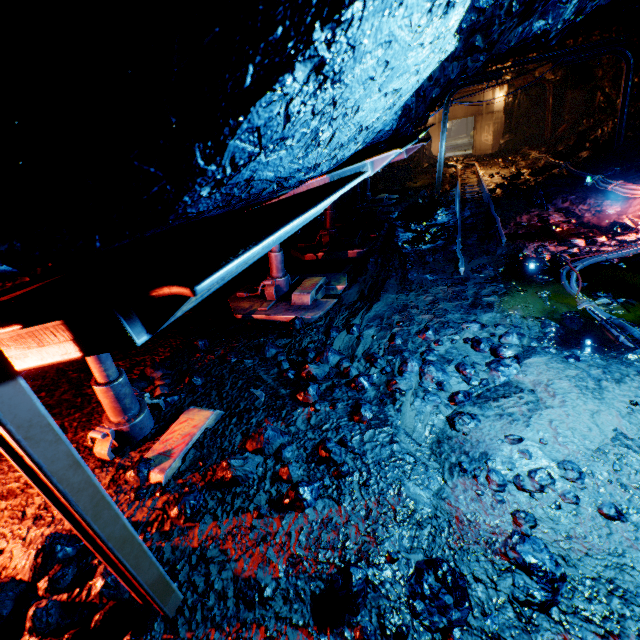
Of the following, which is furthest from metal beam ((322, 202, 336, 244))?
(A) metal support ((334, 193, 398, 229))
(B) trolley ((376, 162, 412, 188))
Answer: (B) trolley ((376, 162, 412, 188))

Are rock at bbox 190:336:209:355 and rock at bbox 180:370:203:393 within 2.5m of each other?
yes

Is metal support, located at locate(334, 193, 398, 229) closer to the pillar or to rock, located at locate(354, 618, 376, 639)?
rock, located at locate(354, 618, 376, 639)

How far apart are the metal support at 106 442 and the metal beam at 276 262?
3.4 meters

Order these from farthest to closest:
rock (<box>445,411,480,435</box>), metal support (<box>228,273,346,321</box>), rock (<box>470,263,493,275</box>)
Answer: rock (<box>470,263,493,275</box>) < metal support (<box>228,273,346,321</box>) < rock (<box>445,411,480,435</box>)

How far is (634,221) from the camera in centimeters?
598cm

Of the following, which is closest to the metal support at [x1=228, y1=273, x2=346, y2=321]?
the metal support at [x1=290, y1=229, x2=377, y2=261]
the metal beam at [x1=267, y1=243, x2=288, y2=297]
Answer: the metal beam at [x1=267, y1=243, x2=288, y2=297]

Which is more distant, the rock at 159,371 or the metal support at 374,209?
the metal support at 374,209
